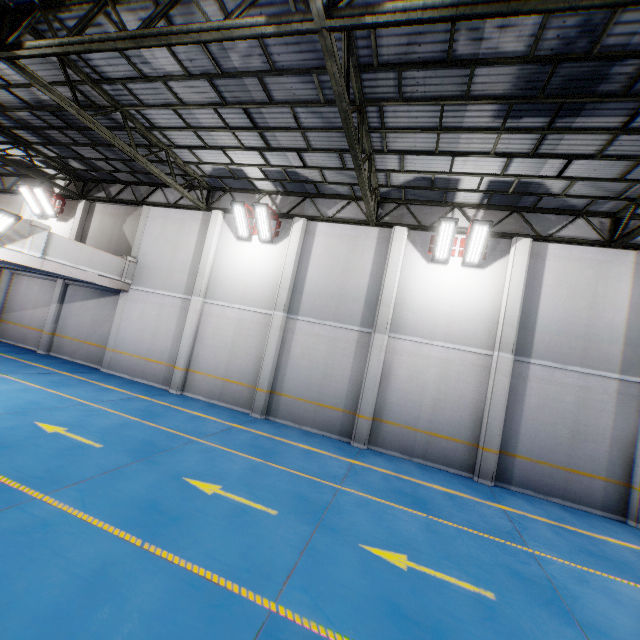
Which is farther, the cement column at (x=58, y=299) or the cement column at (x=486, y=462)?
the cement column at (x=58, y=299)

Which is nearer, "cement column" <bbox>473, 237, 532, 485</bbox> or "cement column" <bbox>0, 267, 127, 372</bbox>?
"cement column" <bbox>473, 237, 532, 485</bbox>

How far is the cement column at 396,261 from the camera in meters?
11.1 m

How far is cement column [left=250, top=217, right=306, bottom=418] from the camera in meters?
12.3 m

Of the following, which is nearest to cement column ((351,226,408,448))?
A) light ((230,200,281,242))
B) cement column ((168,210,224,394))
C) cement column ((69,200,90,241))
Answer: light ((230,200,281,242))

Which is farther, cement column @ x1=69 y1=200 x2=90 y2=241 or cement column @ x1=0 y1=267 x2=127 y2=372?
cement column @ x1=69 y1=200 x2=90 y2=241

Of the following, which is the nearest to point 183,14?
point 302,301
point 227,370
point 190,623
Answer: point 302,301

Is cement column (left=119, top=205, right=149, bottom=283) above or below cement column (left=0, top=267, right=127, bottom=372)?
above
